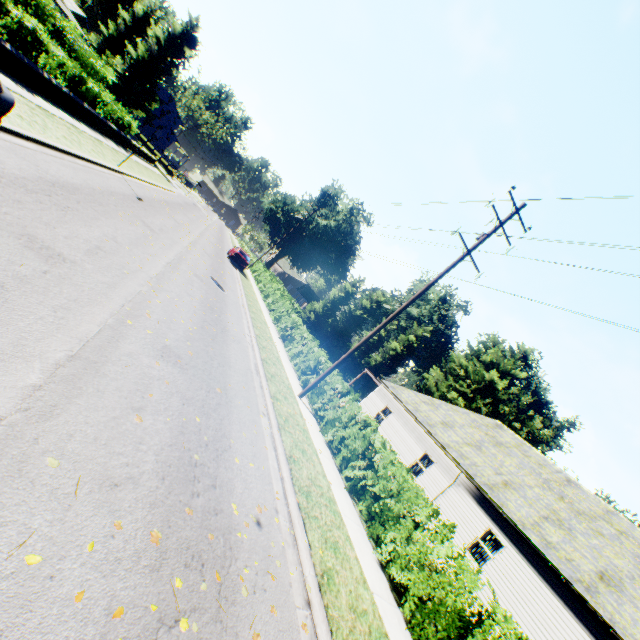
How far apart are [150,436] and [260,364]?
7.16m

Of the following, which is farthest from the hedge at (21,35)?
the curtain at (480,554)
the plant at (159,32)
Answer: the curtain at (480,554)

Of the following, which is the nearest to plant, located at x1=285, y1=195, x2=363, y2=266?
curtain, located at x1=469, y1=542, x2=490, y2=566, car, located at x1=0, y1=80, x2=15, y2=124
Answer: curtain, located at x1=469, y1=542, x2=490, y2=566

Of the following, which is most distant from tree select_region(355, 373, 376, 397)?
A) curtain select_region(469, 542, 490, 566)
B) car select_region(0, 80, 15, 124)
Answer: curtain select_region(469, 542, 490, 566)

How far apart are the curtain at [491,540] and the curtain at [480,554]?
0.1m

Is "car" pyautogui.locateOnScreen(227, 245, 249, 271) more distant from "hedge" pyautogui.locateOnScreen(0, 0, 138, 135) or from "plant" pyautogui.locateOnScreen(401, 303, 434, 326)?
"plant" pyautogui.locateOnScreen(401, 303, 434, 326)

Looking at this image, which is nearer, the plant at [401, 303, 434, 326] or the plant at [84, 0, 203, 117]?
the plant at [84, 0, 203, 117]

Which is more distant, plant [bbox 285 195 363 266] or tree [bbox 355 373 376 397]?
plant [bbox 285 195 363 266]
